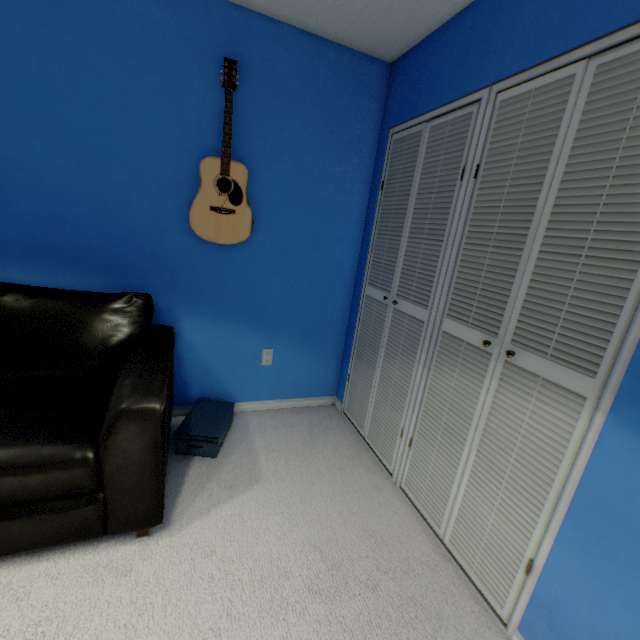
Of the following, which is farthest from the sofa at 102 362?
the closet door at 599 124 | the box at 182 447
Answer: the closet door at 599 124

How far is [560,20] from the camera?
1.11m

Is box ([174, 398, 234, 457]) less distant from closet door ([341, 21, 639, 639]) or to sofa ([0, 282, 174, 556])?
sofa ([0, 282, 174, 556])

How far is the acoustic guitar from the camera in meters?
1.8

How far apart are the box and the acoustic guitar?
1.1 meters

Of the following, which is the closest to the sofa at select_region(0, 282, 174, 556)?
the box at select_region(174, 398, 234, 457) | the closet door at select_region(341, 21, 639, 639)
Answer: the box at select_region(174, 398, 234, 457)

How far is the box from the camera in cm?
191

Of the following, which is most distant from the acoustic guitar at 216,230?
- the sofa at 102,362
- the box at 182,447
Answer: the box at 182,447
